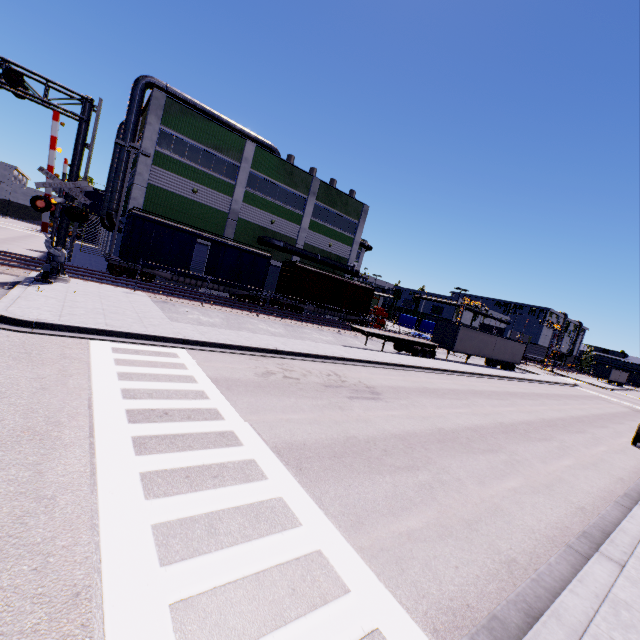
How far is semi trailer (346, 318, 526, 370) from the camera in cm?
2611

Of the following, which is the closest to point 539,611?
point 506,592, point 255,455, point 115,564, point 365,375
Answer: point 506,592

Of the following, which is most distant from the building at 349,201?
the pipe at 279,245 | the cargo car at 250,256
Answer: the cargo car at 250,256

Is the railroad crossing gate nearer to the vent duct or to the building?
the vent duct

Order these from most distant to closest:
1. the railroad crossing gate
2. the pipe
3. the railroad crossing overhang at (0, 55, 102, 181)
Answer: the pipe < the railroad crossing gate < the railroad crossing overhang at (0, 55, 102, 181)

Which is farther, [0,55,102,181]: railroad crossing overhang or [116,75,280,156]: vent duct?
[116,75,280,156]: vent duct

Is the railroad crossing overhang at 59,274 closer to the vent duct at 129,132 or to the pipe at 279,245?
the vent duct at 129,132

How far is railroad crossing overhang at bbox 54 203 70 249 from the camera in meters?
15.9 m
